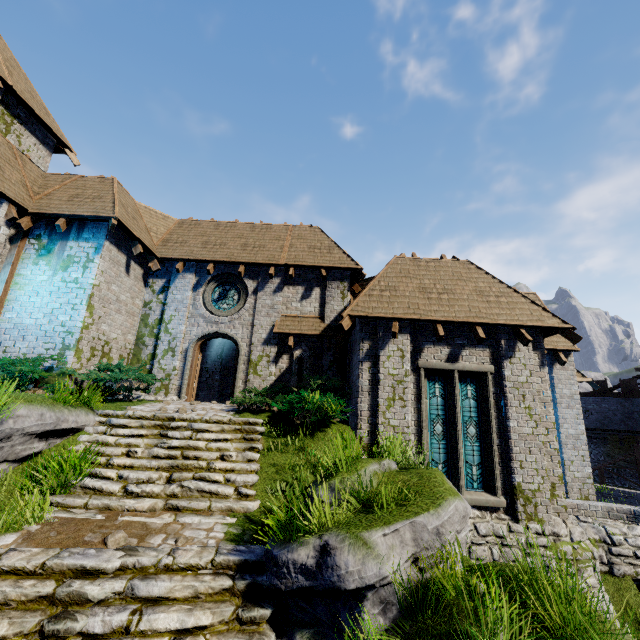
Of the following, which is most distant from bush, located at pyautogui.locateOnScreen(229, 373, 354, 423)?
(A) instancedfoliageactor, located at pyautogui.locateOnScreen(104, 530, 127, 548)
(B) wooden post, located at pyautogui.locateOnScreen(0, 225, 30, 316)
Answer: (B) wooden post, located at pyautogui.locateOnScreen(0, 225, 30, 316)

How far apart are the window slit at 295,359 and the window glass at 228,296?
3.04m

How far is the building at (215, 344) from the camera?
17.8 meters

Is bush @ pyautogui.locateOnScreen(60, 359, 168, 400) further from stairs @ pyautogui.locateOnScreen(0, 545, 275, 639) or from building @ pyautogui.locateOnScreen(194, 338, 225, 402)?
stairs @ pyautogui.locateOnScreen(0, 545, 275, 639)

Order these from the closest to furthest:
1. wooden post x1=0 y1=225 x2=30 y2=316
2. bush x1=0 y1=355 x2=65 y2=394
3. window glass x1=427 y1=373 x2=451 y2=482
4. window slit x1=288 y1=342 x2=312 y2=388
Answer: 1. bush x1=0 y1=355 x2=65 y2=394
2. window glass x1=427 y1=373 x2=451 y2=482
3. wooden post x1=0 y1=225 x2=30 y2=316
4. window slit x1=288 y1=342 x2=312 y2=388

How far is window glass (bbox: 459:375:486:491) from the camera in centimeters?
932cm

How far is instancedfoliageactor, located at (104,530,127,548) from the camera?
5.1 meters

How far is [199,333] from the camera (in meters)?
13.32
